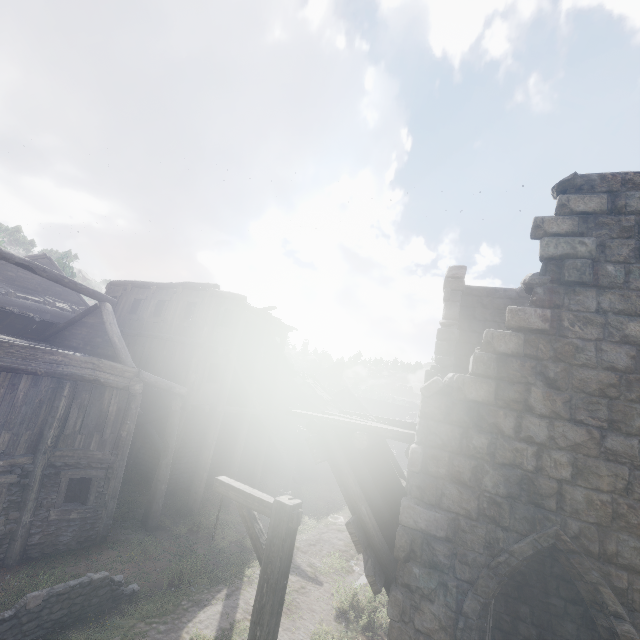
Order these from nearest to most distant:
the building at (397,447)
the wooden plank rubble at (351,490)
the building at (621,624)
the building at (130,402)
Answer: the building at (621,624) < the wooden plank rubble at (351,490) < the building at (130,402) < the building at (397,447)

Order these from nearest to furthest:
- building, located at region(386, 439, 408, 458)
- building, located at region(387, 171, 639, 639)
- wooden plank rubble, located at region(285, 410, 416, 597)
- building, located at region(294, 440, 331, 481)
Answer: building, located at region(387, 171, 639, 639), wooden plank rubble, located at region(285, 410, 416, 597), building, located at region(294, 440, 331, 481), building, located at region(386, 439, 408, 458)

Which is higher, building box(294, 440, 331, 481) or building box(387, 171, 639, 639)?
building box(387, 171, 639, 639)

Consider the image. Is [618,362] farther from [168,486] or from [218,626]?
[168,486]

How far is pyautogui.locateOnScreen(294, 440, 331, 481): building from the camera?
25.8m

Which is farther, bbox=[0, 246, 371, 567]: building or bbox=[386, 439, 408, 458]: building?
bbox=[386, 439, 408, 458]: building

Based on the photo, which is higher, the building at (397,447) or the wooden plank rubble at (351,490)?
the wooden plank rubble at (351,490)

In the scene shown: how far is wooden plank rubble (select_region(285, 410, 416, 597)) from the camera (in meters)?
5.30
